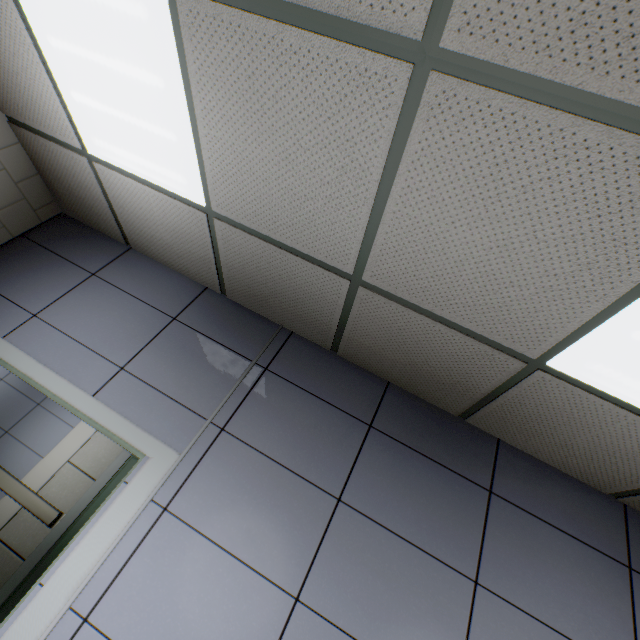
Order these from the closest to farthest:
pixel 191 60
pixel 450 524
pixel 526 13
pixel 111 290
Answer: pixel 526 13 → pixel 191 60 → pixel 450 524 → pixel 111 290

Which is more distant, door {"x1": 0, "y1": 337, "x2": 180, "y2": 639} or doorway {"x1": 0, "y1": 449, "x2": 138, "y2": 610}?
doorway {"x1": 0, "y1": 449, "x2": 138, "y2": 610}

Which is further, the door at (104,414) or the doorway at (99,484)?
the doorway at (99,484)
